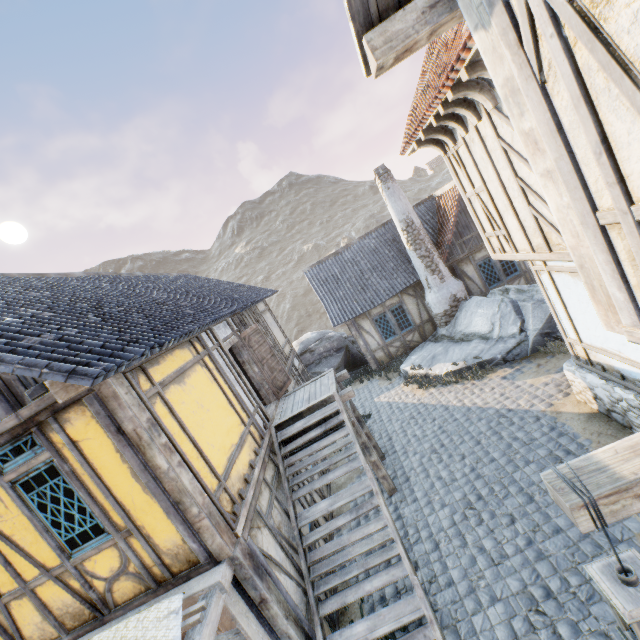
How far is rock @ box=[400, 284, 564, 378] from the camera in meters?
10.2 m

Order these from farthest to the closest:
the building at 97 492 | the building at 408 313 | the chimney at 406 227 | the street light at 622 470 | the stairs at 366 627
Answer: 1. the building at 408 313
2. the chimney at 406 227
3. the stairs at 366 627
4. the building at 97 492
5. the street light at 622 470

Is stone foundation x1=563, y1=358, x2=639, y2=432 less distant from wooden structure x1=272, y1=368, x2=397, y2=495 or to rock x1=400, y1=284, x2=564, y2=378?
rock x1=400, y1=284, x2=564, y2=378

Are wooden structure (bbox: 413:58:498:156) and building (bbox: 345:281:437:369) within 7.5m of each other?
no

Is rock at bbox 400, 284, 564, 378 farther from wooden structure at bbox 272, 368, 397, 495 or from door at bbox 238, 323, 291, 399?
door at bbox 238, 323, 291, 399

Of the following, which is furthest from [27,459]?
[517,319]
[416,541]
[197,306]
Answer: [517,319]

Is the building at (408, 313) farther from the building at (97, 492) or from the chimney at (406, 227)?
the building at (97, 492)

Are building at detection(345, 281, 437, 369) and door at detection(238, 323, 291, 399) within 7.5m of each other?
yes
